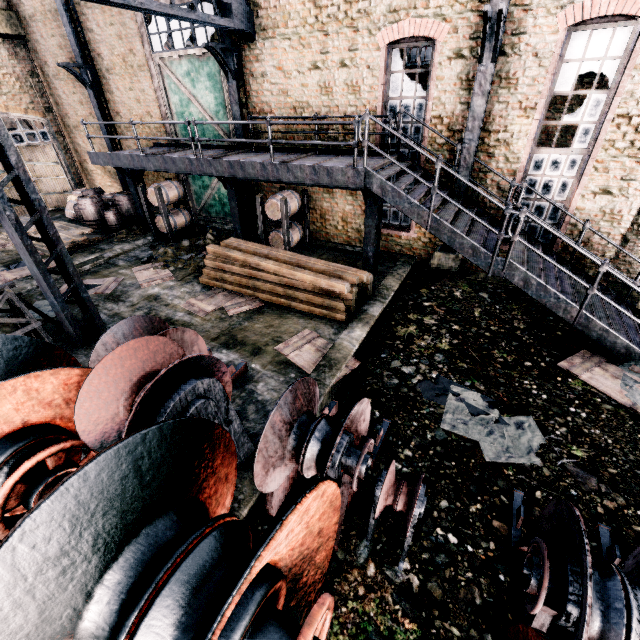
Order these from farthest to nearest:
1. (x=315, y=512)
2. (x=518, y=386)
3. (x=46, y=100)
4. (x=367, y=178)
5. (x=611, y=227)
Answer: (x=46, y=100), (x=611, y=227), (x=367, y=178), (x=518, y=386), (x=315, y=512)

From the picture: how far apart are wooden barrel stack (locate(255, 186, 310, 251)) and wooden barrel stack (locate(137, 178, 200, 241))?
4.5m

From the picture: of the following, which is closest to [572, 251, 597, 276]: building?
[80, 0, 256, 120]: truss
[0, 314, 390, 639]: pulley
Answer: [80, 0, 256, 120]: truss

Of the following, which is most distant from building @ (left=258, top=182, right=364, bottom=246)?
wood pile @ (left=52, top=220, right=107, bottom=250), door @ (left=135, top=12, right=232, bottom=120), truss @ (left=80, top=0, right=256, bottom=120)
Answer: truss @ (left=80, top=0, right=256, bottom=120)

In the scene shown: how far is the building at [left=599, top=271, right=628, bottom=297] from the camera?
9.95m

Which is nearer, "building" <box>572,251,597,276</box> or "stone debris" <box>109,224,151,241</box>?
"building" <box>572,251,597,276</box>

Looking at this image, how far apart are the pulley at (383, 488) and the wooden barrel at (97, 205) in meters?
18.3 m

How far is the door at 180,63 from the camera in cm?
1232
